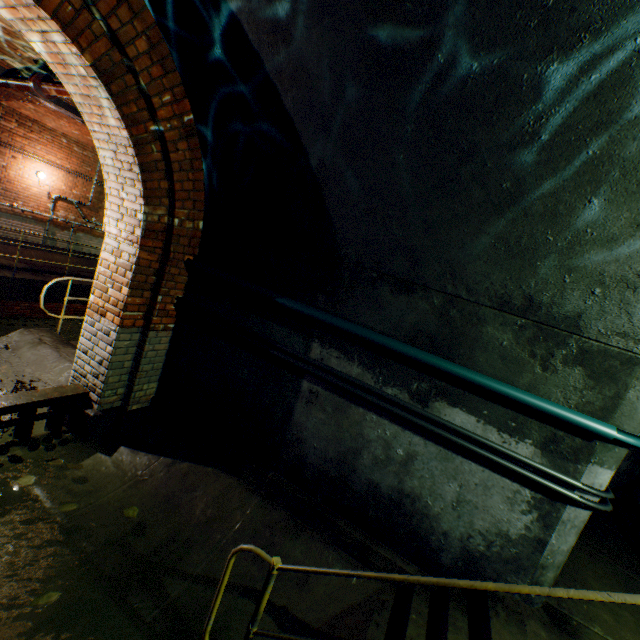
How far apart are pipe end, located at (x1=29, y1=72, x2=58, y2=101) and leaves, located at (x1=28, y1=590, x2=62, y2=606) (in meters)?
6.82

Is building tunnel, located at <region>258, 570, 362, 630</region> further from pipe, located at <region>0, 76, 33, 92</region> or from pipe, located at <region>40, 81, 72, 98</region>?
pipe, located at <region>0, 76, 33, 92</region>

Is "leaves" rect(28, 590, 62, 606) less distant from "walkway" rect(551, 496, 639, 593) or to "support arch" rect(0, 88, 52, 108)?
"walkway" rect(551, 496, 639, 593)

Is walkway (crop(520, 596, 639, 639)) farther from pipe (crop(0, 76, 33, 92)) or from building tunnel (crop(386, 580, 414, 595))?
pipe (crop(0, 76, 33, 92))

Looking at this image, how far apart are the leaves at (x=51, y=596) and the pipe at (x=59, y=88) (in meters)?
5.38

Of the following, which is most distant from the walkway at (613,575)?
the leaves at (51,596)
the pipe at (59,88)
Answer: the pipe at (59,88)

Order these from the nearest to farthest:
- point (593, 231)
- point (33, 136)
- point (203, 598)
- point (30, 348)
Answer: point (593, 231), point (203, 598), point (30, 348), point (33, 136)

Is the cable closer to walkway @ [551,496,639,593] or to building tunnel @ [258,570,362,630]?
building tunnel @ [258,570,362,630]
